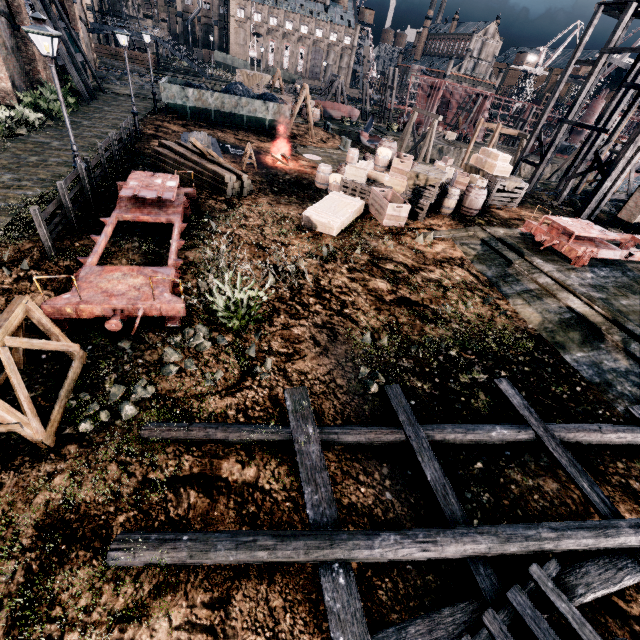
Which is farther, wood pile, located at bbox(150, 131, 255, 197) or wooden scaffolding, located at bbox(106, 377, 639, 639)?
wood pile, located at bbox(150, 131, 255, 197)

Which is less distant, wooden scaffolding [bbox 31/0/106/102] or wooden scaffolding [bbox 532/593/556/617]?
wooden scaffolding [bbox 532/593/556/617]

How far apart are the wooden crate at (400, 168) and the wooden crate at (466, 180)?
2.6m

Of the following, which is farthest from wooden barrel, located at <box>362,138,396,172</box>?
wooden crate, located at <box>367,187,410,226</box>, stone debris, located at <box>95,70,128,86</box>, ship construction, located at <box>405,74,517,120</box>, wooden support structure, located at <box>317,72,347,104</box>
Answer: ship construction, located at <box>405,74,517,120</box>

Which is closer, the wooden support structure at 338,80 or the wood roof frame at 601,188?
the wood roof frame at 601,188

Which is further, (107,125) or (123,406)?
(107,125)

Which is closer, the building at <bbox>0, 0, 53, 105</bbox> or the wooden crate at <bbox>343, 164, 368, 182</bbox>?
Result: the wooden crate at <bbox>343, 164, 368, 182</bbox>

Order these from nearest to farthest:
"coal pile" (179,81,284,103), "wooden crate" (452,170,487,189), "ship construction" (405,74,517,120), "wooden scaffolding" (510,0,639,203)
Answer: "wooden crate" (452,170,487,189)
"wooden scaffolding" (510,0,639,203)
"coal pile" (179,81,284,103)
"ship construction" (405,74,517,120)
